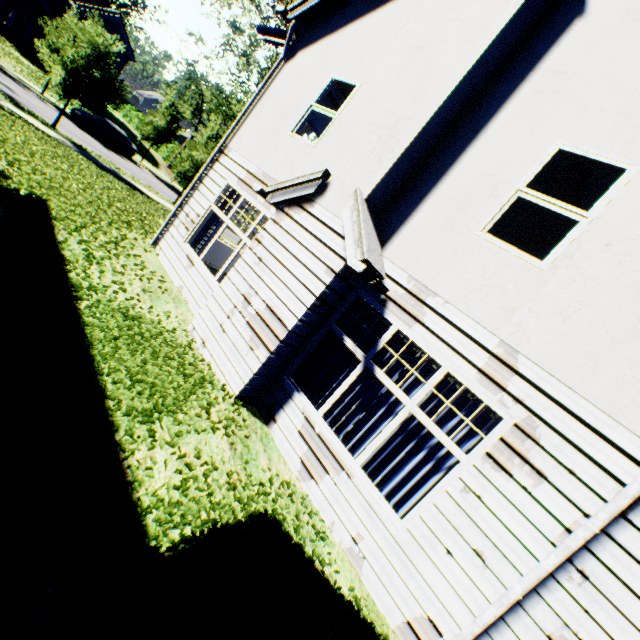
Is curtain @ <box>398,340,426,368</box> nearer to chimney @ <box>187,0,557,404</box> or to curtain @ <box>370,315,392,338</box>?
curtain @ <box>370,315,392,338</box>

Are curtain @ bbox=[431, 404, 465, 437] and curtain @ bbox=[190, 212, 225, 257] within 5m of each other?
no

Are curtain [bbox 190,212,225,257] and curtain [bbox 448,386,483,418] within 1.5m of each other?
no

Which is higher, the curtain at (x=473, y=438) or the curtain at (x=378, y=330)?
the curtain at (x=378, y=330)

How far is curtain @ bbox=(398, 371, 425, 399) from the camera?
4.7 meters

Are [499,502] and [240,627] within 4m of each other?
yes

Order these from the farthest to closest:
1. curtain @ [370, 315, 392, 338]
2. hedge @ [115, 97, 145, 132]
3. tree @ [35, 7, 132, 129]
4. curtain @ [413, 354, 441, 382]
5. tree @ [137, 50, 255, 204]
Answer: hedge @ [115, 97, 145, 132] < tree @ [137, 50, 255, 204] < tree @ [35, 7, 132, 129] < curtain @ [370, 315, 392, 338] < curtain @ [413, 354, 441, 382]

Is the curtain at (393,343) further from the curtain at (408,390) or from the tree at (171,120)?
the tree at (171,120)
